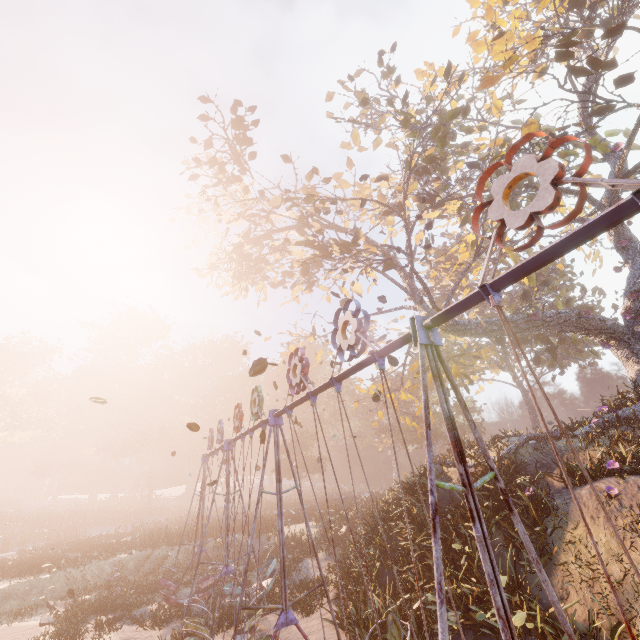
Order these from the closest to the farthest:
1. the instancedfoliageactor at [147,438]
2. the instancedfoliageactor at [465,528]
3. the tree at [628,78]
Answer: the instancedfoliageactor at [465,528], the tree at [628,78], the instancedfoliageactor at [147,438]

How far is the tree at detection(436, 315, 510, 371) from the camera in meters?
15.9 m

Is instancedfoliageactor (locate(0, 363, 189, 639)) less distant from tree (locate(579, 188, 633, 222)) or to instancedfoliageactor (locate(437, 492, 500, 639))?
tree (locate(579, 188, 633, 222))

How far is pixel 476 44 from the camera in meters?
18.2

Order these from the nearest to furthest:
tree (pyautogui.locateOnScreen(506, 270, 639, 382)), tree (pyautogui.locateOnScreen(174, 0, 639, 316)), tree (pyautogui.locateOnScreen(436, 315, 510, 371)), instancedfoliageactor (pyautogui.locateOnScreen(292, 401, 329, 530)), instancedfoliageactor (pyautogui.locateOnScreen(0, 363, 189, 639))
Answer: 1. tree (pyautogui.locateOnScreen(174, 0, 639, 316))
2. instancedfoliageactor (pyautogui.locateOnScreen(0, 363, 189, 639))
3. tree (pyautogui.locateOnScreen(506, 270, 639, 382))
4. tree (pyautogui.locateOnScreen(436, 315, 510, 371))
5. instancedfoliageactor (pyautogui.locateOnScreen(292, 401, 329, 530))

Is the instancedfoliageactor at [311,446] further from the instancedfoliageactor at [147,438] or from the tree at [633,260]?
the instancedfoliageactor at [147,438]

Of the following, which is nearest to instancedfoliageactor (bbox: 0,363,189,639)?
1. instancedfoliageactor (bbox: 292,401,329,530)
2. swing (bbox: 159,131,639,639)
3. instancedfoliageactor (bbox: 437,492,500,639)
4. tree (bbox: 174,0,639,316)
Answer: swing (bbox: 159,131,639,639)

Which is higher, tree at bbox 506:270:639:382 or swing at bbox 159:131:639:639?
tree at bbox 506:270:639:382
